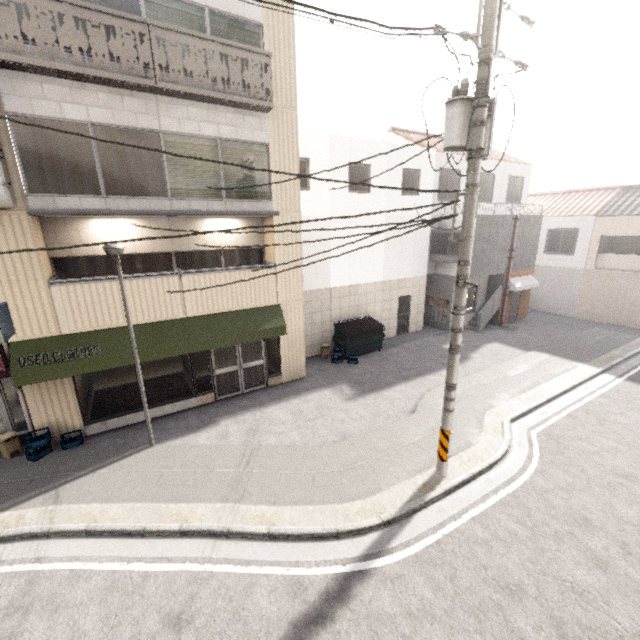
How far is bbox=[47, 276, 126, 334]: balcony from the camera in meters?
8.0

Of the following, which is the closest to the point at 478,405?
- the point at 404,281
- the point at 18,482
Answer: the point at 404,281

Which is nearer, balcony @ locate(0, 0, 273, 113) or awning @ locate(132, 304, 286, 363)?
balcony @ locate(0, 0, 273, 113)

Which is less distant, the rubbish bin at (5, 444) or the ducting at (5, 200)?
the ducting at (5, 200)

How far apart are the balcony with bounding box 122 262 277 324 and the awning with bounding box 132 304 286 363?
0.0m

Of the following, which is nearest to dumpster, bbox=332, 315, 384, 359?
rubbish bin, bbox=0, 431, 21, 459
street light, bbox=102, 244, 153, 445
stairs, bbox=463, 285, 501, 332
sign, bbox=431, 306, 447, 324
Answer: sign, bbox=431, 306, 447, 324

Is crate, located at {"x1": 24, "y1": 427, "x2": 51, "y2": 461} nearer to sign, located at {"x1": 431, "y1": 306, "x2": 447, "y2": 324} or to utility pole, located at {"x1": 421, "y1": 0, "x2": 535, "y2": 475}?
utility pole, located at {"x1": 421, "y1": 0, "x2": 535, "y2": 475}

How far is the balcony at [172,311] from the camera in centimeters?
888cm
